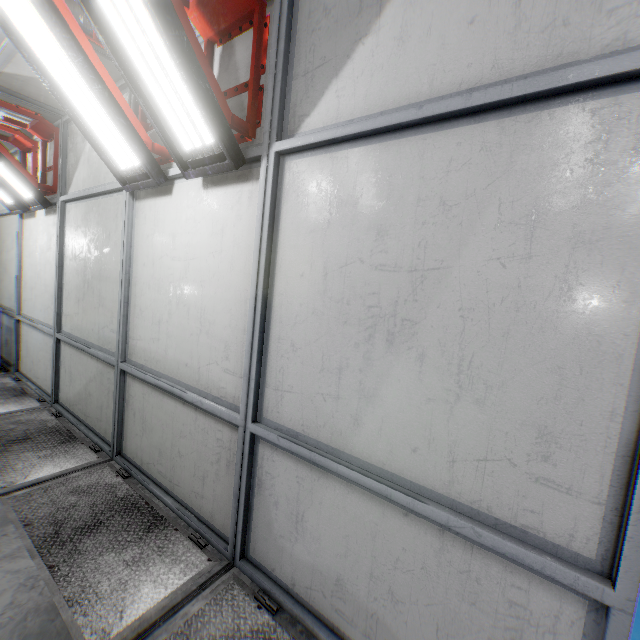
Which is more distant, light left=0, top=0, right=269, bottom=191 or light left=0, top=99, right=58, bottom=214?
light left=0, top=99, right=58, bottom=214

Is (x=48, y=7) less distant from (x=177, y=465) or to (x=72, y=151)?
(x=72, y=151)

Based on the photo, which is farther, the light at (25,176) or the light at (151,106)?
the light at (25,176)
